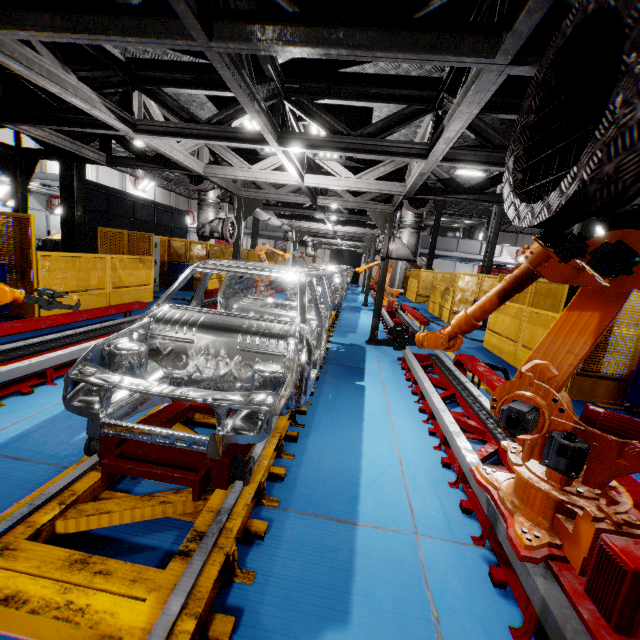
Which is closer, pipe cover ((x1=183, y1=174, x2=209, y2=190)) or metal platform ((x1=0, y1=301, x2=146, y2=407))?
metal platform ((x1=0, y1=301, x2=146, y2=407))

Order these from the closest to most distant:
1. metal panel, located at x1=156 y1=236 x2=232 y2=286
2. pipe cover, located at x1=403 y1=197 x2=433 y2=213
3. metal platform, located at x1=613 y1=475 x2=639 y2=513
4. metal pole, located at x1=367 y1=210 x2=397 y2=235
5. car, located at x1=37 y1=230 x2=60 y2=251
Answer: metal platform, located at x1=613 y1=475 x2=639 y2=513
pipe cover, located at x1=403 y1=197 x2=433 y2=213
metal pole, located at x1=367 y1=210 x2=397 y2=235
metal panel, located at x1=156 y1=236 x2=232 y2=286
car, located at x1=37 y1=230 x2=60 y2=251

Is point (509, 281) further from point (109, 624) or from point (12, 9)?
point (12, 9)

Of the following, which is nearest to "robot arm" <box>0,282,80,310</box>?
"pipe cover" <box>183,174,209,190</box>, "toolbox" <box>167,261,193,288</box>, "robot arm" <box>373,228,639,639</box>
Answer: "robot arm" <box>373,228,639,639</box>

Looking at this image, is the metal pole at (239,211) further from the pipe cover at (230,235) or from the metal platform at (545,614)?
the metal platform at (545,614)

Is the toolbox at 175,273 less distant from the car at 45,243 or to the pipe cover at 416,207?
the car at 45,243

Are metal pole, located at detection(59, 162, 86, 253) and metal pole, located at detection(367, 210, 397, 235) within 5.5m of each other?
no

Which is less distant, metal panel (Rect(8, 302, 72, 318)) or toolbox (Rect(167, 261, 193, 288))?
metal panel (Rect(8, 302, 72, 318))
